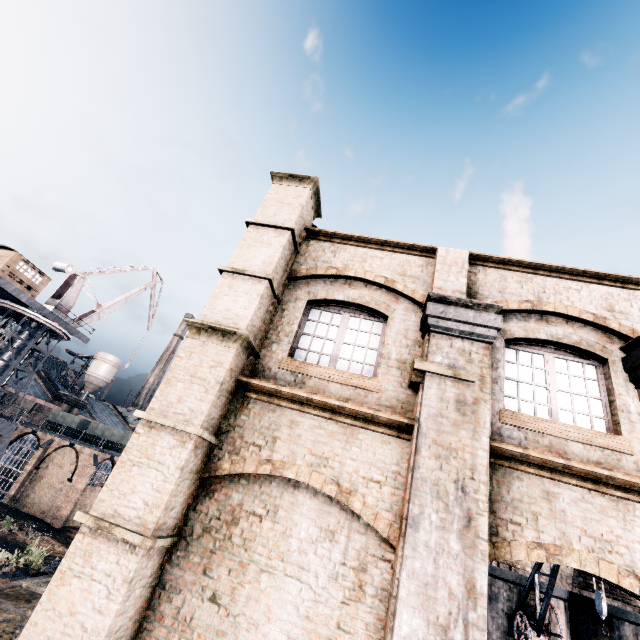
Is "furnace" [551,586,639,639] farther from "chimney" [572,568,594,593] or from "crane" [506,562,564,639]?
"chimney" [572,568,594,593]

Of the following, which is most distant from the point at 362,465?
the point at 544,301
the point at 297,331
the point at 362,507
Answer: the point at 544,301

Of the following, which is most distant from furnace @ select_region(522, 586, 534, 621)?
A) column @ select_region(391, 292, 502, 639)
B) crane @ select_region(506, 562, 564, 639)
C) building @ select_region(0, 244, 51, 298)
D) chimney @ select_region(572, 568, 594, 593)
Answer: building @ select_region(0, 244, 51, 298)

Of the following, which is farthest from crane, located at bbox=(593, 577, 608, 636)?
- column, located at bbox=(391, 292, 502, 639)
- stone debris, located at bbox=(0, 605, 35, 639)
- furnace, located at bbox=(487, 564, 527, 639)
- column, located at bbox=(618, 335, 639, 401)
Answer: stone debris, located at bbox=(0, 605, 35, 639)

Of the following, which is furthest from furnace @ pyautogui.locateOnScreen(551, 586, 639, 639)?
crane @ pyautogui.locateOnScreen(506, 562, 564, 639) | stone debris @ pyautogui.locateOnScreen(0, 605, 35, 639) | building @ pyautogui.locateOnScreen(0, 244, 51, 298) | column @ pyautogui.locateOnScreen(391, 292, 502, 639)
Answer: building @ pyautogui.locateOnScreen(0, 244, 51, 298)

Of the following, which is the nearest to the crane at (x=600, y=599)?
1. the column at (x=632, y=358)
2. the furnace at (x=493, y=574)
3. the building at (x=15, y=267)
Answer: the furnace at (x=493, y=574)

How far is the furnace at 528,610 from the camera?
14.5 meters

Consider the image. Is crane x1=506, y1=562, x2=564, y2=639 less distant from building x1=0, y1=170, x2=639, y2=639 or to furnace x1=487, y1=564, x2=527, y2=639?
furnace x1=487, y1=564, x2=527, y2=639
